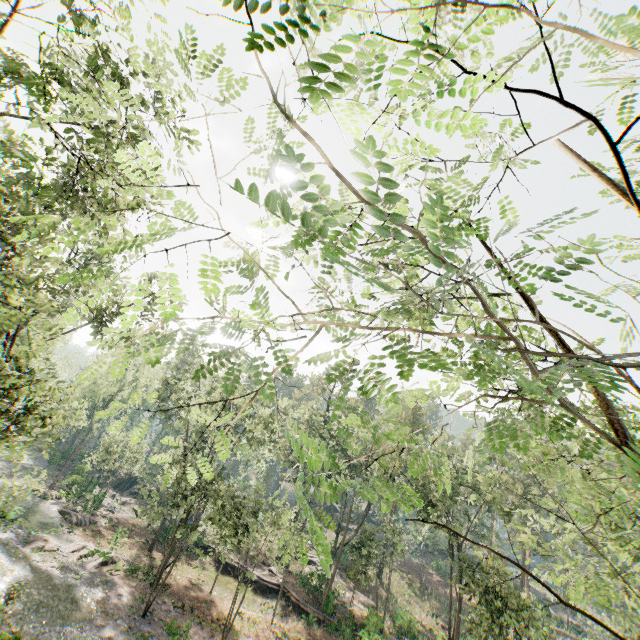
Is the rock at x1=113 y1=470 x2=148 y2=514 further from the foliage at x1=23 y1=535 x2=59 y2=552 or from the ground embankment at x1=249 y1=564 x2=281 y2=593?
the ground embankment at x1=249 y1=564 x2=281 y2=593

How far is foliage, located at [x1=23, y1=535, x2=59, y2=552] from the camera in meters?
23.2

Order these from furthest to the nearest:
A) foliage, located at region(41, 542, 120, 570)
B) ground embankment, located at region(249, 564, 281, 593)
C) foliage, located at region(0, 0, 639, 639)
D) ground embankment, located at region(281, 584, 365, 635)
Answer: ground embankment, located at region(249, 564, 281, 593) → ground embankment, located at region(281, 584, 365, 635) → foliage, located at region(41, 542, 120, 570) → foliage, located at region(0, 0, 639, 639)

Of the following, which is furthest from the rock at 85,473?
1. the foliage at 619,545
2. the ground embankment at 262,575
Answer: the ground embankment at 262,575

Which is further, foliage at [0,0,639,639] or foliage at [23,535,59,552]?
foliage at [23,535,59,552]

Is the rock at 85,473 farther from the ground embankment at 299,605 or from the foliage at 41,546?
the ground embankment at 299,605

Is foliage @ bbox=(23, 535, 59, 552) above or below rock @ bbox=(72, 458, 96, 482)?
below

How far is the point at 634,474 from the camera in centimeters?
102cm
